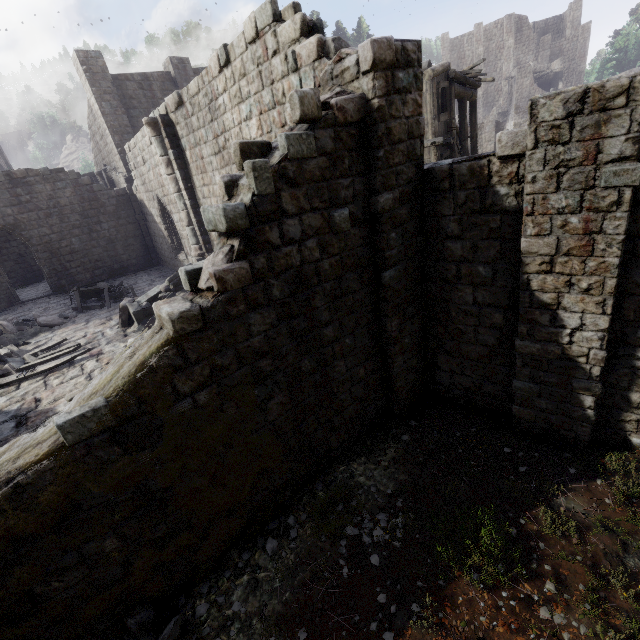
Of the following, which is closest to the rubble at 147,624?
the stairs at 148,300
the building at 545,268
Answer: the building at 545,268

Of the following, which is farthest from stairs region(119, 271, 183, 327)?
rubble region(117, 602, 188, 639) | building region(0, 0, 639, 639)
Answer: rubble region(117, 602, 188, 639)

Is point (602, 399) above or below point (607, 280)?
below

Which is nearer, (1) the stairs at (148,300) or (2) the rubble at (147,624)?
(2) the rubble at (147,624)

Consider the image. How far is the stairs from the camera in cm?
1098

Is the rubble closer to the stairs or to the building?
the building

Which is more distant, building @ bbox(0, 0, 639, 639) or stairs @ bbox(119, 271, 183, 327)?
stairs @ bbox(119, 271, 183, 327)
